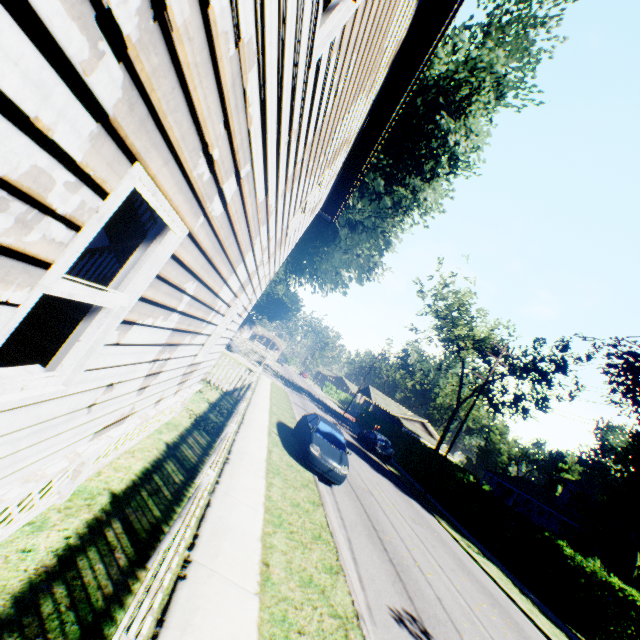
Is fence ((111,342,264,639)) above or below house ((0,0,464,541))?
below

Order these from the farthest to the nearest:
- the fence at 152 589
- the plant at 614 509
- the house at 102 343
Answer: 1. the plant at 614 509
2. the fence at 152 589
3. the house at 102 343

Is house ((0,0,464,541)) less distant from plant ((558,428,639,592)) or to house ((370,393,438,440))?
plant ((558,428,639,592))

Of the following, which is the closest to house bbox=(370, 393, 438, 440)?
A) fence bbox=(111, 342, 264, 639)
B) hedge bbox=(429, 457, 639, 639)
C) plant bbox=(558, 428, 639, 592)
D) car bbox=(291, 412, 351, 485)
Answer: fence bbox=(111, 342, 264, 639)

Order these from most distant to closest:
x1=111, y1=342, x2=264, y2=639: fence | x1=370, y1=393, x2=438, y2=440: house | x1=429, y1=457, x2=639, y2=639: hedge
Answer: x1=370, y1=393, x2=438, y2=440: house → x1=429, y1=457, x2=639, y2=639: hedge → x1=111, y1=342, x2=264, y2=639: fence

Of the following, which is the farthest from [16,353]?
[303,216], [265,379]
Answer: [265,379]

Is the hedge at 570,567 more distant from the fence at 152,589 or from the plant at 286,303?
the fence at 152,589

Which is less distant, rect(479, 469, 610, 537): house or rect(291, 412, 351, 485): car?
rect(291, 412, 351, 485): car
